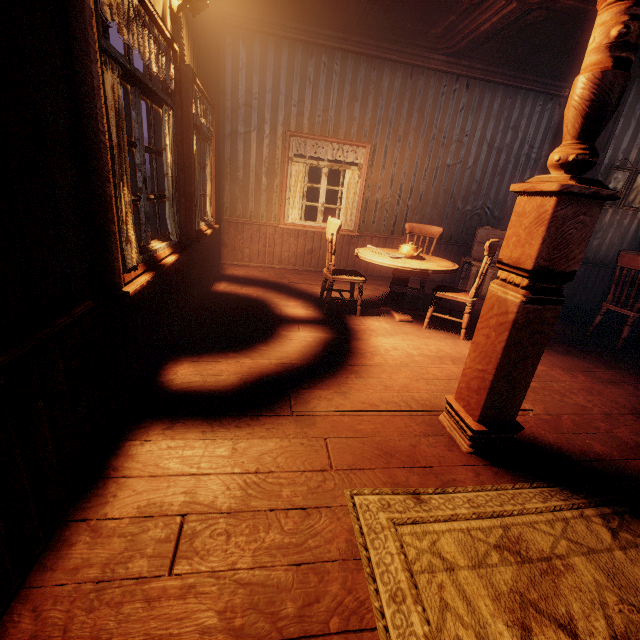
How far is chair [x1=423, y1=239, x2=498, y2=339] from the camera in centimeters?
362cm

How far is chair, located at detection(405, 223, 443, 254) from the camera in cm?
507

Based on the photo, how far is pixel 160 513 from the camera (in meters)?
1.49

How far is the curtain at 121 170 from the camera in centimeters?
161cm

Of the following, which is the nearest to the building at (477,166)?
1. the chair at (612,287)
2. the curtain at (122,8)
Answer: the curtain at (122,8)

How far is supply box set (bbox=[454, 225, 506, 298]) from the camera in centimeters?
591cm

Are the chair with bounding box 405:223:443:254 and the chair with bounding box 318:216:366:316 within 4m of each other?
yes

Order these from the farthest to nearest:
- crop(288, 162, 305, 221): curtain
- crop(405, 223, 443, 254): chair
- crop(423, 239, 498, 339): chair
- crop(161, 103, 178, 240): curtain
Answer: crop(288, 162, 305, 221): curtain
crop(405, 223, 443, 254): chair
crop(423, 239, 498, 339): chair
crop(161, 103, 178, 240): curtain
